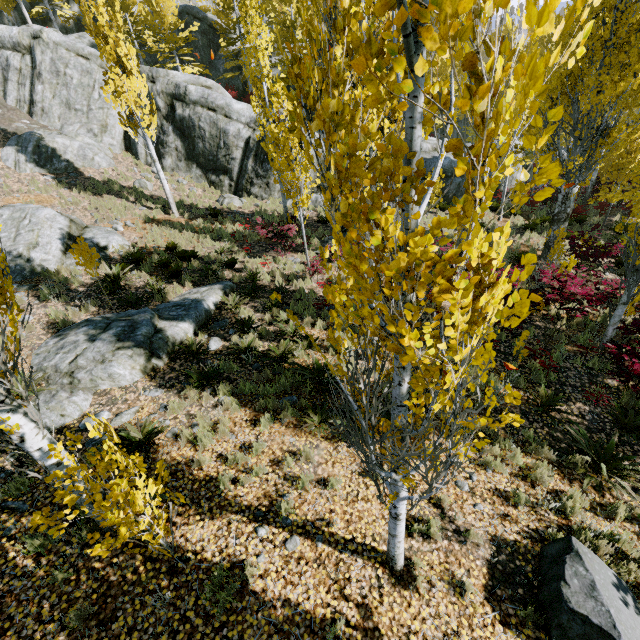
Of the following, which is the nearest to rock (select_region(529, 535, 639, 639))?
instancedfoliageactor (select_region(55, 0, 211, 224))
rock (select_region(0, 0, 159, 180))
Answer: instancedfoliageactor (select_region(55, 0, 211, 224))

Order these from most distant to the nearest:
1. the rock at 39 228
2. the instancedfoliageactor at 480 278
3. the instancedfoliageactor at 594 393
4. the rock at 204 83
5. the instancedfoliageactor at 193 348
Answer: the rock at 204 83, the rock at 39 228, the instancedfoliageactor at 193 348, the instancedfoliageactor at 594 393, the instancedfoliageactor at 480 278

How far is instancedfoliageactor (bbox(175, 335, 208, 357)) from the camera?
8.2 meters

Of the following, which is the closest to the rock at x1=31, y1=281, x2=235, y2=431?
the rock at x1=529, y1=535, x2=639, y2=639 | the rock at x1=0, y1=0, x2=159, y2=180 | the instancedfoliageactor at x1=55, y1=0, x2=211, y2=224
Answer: the instancedfoliageactor at x1=55, y1=0, x2=211, y2=224

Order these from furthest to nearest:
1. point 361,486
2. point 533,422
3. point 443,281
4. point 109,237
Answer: point 109,237, point 533,422, point 361,486, point 443,281

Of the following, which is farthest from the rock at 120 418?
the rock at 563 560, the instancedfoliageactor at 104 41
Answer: the rock at 563 560

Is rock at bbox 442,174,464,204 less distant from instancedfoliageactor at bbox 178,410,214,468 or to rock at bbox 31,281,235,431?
instancedfoliageactor at bbox 178,410,214,468
